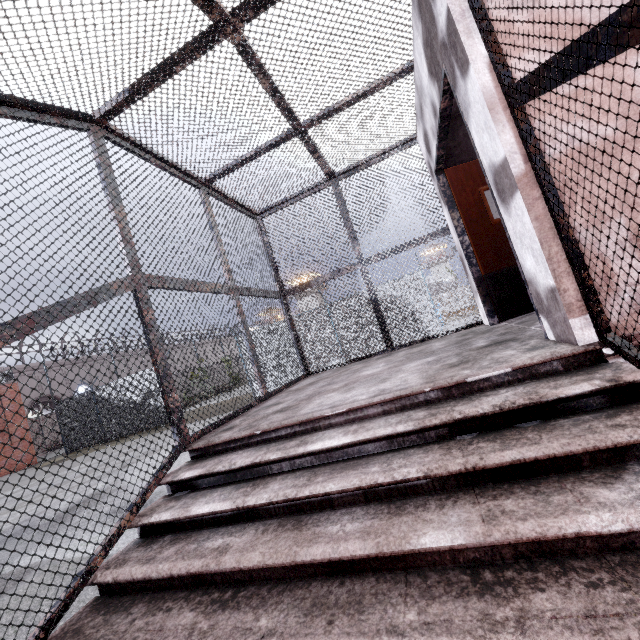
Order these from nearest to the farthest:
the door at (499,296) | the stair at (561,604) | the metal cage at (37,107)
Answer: the stair at (561,604), the metal cage at (37,107), the door at (499,296)

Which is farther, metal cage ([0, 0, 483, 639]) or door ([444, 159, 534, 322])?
door ([444, 159, 534, 322])

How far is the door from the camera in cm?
420

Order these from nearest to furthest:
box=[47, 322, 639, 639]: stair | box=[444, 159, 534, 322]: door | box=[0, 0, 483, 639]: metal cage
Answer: box=[47, 322, 639, 639]: stair, box=[0, 0, 483, 639]: metal cage, box=[444, 159, 534, 322]: door

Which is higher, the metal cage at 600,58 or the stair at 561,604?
the metal cage at 600,58

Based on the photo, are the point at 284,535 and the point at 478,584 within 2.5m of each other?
yes

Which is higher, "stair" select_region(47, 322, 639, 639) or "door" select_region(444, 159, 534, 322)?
"door" select_region(444, 159, 534, 322)
